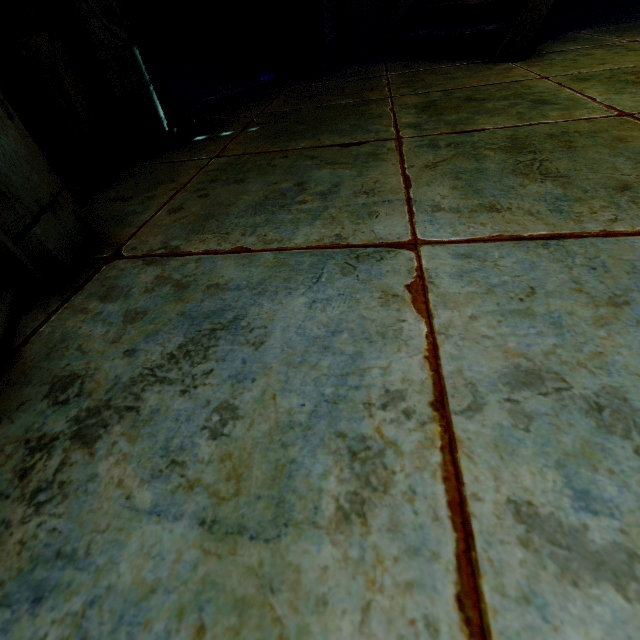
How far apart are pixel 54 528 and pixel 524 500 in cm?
76
